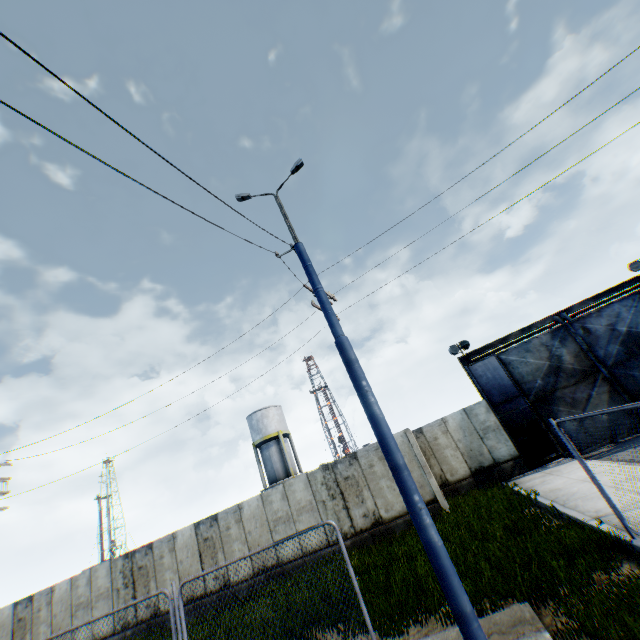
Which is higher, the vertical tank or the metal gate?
the vertical tank

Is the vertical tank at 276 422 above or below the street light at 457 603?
above

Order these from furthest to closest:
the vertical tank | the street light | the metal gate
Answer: the vertical tank, the metal gate, the street light

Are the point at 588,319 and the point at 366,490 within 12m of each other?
no

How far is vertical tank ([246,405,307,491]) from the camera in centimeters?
3259cm

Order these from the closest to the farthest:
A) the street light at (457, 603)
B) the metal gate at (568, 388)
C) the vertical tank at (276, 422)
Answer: the street light at (457, 603) → the metal gate at (568, 388) → the vertical tank at (276, 422)

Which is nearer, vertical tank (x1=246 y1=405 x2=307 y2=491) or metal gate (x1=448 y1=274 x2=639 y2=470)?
metal gate (x1=448 y1=274 x2=639 y2=470)

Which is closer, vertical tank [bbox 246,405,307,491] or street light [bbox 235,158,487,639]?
street light [bbox 235,158,487,639]
